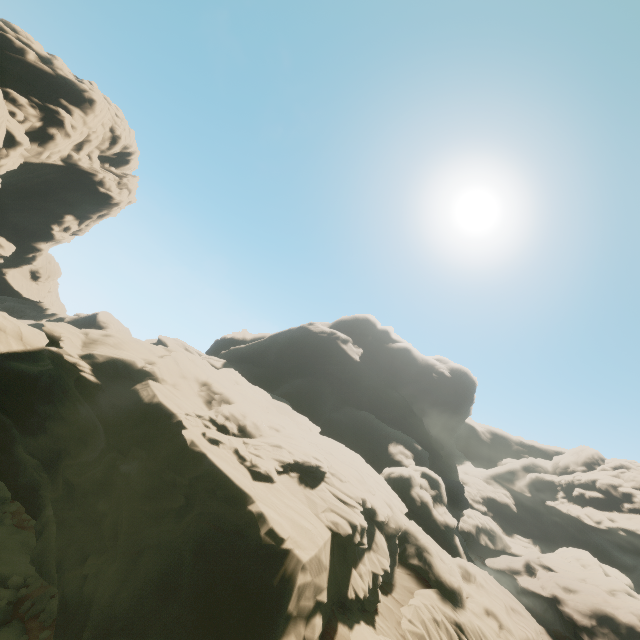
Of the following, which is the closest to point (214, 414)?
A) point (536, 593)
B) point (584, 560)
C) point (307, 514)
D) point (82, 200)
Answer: point (307, 514)

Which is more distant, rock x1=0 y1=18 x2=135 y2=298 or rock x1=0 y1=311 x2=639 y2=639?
rock x1=0 y1=18 x2=135 y2=298

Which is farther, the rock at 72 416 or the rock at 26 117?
the rock at 26 117
